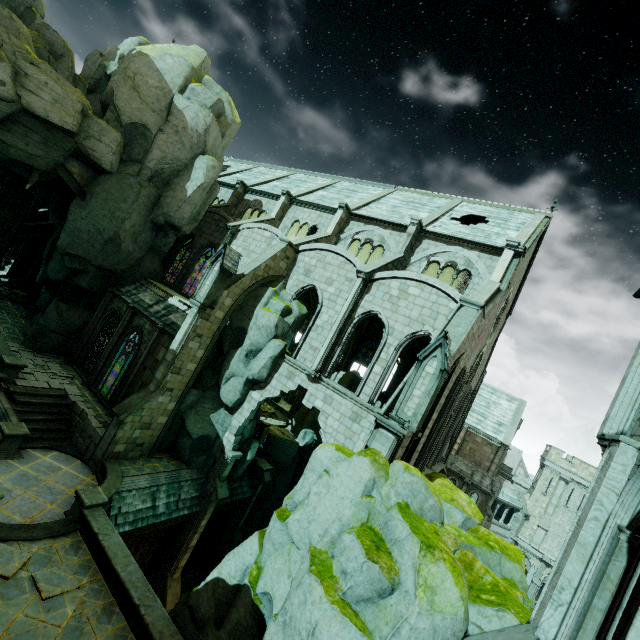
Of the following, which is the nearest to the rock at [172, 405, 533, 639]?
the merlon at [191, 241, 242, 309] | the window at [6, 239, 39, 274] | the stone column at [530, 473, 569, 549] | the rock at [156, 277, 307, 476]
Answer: the rock at [156, 277, 307, 476]

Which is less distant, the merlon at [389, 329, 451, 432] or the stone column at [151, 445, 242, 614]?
the merlon at [389, 329, 451, 432]

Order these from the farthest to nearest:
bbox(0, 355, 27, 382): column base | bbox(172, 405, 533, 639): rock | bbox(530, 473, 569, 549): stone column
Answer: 1. bbox(530, 473, 569, 549): stone column
2. bbox(0, 355, 27, 382): column base
3. bbox(172, 405, 533, 639): rock

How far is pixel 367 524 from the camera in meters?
9.2 m

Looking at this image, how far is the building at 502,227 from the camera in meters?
15.9

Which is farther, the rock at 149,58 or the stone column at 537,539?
the stone column at 537,539

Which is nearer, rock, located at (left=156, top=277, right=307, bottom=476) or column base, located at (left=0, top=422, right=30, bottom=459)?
column base, located at (left=0, top=422, right=30, bottom=459)

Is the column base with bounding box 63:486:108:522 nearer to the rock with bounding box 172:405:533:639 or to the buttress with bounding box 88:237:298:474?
the rock with bounding box 172:405:533:639
